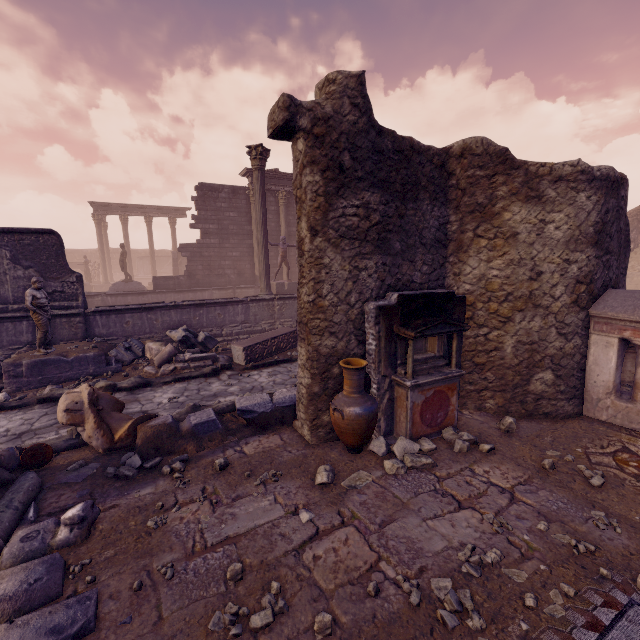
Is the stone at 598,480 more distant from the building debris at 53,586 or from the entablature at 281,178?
the entablature at 281,178

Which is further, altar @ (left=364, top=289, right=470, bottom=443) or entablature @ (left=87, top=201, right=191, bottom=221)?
entablature @ (left=87, top=201, right=191, bottom=221)

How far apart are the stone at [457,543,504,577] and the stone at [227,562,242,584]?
1.98m

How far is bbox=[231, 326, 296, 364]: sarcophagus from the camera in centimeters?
912cm

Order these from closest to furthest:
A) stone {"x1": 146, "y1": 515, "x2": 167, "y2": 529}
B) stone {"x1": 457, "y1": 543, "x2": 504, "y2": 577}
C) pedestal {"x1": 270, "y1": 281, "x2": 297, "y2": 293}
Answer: stone {"x1": 457, "y1": 543, "x2": 504, "y2": 577} → stone {"x1": 146, "y1": 515, "x2": 167, "y2": 529} → pedestal {"x1": 270, "y1": 281, "x2": 297, "y2": 293}

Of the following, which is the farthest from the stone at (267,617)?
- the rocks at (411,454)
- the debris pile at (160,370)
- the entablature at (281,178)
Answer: the entablature at (281,178)

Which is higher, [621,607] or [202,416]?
[202,416]

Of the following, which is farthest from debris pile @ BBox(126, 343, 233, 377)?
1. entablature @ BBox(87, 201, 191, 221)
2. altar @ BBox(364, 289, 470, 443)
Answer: entablature @ BBox(87, 201, 191, 221)
